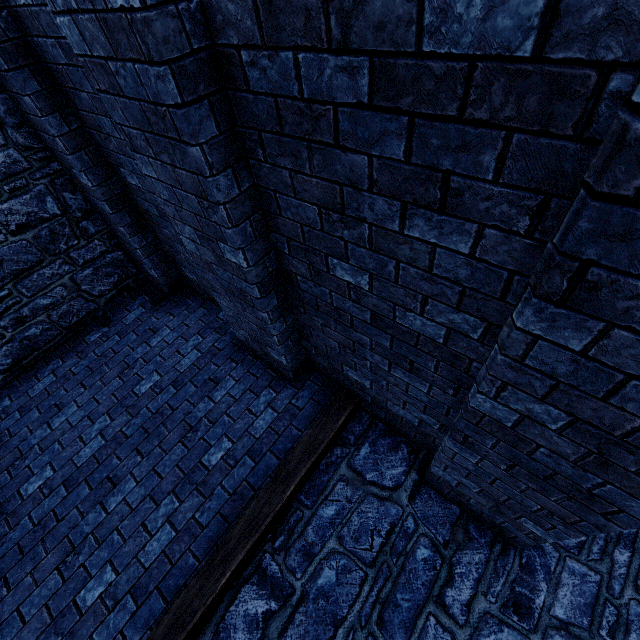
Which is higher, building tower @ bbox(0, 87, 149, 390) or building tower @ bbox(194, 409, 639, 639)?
building tower @ bbox(0, 87, 149, 390)

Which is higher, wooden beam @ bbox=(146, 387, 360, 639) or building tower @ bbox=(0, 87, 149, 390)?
building tower @ bbox=(0, 87, 149, 390)

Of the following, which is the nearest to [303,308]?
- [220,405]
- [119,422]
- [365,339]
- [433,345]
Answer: [365,339]

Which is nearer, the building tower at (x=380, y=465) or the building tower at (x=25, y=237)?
the building tower at (x=380, y=465)

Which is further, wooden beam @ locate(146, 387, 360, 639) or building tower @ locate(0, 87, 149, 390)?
building tower @ locate(0, 87, 149, 390)

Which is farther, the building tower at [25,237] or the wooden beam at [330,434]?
the building tower at [25,237]

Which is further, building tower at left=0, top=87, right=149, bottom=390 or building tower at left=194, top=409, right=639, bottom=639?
building tower at left=0, top=87, right=149, bottom=390
